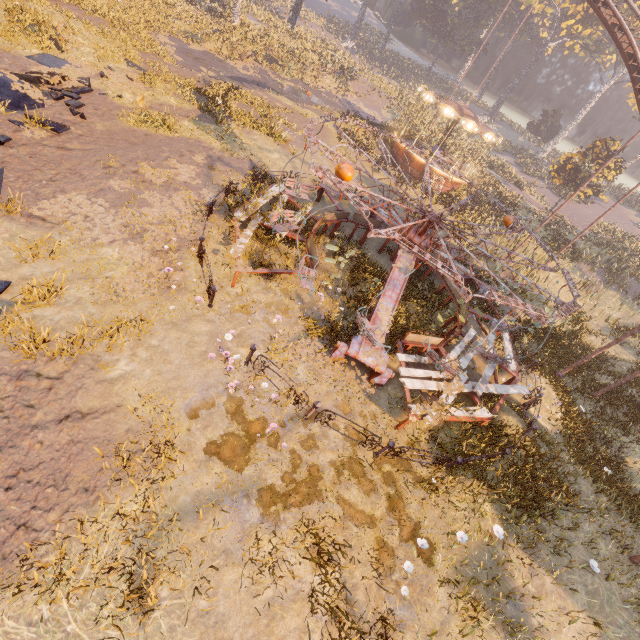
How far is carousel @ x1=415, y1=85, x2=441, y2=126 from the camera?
23.8m

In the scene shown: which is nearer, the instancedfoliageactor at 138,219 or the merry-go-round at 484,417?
the instancedfoliageactor at 138,219

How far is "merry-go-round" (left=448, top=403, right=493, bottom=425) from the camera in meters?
9.0 m

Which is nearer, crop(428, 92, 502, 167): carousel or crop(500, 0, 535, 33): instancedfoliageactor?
crop(428, 92, 502, 167): carousel

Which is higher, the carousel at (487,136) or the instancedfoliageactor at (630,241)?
the carousel at (487,136)

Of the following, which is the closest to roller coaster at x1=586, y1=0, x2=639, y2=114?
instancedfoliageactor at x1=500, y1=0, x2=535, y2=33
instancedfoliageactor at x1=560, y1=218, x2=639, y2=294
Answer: instancedfoliageactor at x1=500, y1=0, x2=535, y2=33

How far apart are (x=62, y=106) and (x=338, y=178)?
12.52m

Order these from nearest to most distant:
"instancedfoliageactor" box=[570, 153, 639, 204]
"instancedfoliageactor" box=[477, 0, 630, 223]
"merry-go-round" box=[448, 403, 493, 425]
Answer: "merry-go-round" box=[448, 403, 493, 425]
"instancedfoliageactor" box=[570, 153, 639, 204]
"instancedfoliageactor" box=[477, 0, 630, 223]
